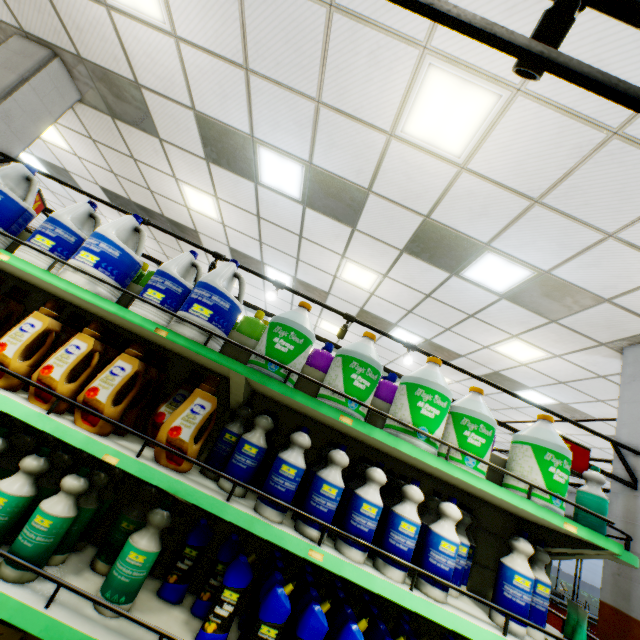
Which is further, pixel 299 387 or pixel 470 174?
pixel 470 174

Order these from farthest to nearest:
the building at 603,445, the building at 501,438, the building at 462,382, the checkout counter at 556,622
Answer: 1. the building at 501,438
2. the building at 462,382
3. the checkout counter at 556,622
4. the building at 603,445

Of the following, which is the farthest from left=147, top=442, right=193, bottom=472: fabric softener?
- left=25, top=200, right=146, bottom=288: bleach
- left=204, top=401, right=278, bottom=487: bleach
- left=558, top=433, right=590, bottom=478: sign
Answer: left=558, top=433, right=590, bottom=478: sign

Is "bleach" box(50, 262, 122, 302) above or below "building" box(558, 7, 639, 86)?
below

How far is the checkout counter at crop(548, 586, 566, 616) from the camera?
7.3m

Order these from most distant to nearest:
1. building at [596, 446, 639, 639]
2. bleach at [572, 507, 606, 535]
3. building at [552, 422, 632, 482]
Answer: building at [552, 422, 632, 482] → building at [596, 446, 639, 639] → bleach at [572, 507, 606, 535]

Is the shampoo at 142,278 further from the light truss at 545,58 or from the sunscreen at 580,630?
the sunscreen at 580,630

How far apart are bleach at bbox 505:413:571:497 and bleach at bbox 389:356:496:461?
0.1m
